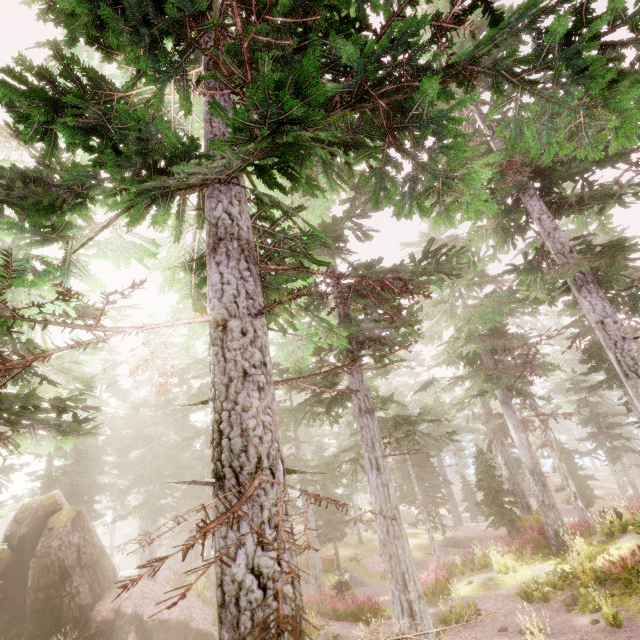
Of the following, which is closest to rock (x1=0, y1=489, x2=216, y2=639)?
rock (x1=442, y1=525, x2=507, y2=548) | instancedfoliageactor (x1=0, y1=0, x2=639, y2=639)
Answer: instancedfoliageactor (x1=0, y1=0, x2=639, y2=639)

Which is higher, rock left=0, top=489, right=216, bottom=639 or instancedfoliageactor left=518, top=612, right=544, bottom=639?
rock left=0, top=489, right=216, bottom=639

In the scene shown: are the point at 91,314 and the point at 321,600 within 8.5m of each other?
no

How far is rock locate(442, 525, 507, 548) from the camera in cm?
2722

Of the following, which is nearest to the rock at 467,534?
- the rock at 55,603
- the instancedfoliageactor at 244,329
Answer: the instancedfoliageactor at 244,329

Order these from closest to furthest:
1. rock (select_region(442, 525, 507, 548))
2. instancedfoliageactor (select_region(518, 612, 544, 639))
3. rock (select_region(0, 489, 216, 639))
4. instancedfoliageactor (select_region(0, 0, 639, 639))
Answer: instancedfoliageactor (select_region(0, 0, 639, 639)) → instancedfoliageactor (select_region(518, 612, 544, 639)) → rock (select_region(0, 489, 216, 639)) → rock (select_region(442, 525, 507, 548))

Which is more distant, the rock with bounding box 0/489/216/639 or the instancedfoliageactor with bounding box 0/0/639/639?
the rock with bounding box 0/489/216/639

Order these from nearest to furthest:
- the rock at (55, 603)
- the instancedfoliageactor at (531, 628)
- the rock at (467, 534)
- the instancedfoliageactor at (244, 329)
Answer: the instancedfoliageactor at (244, 329), the instancedfoliageactor at (531, 628), the rock at (55, 603), the rock at (467, 534)
